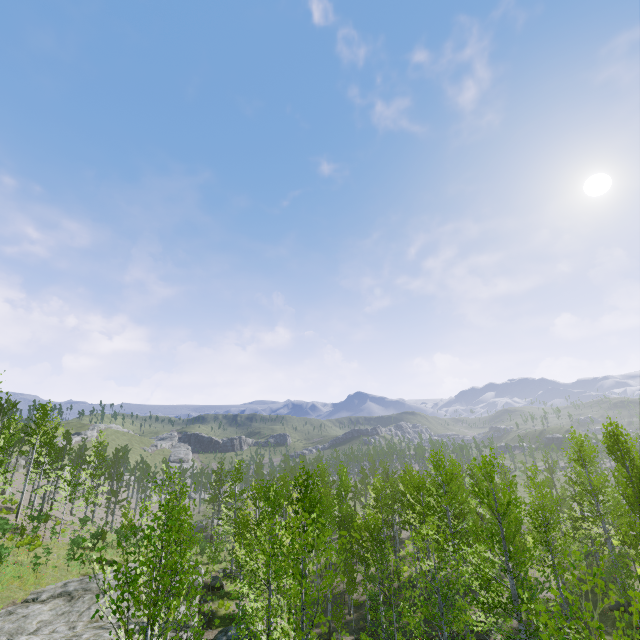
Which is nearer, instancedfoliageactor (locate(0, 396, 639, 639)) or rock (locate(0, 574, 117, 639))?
instancedfoliageactor (locate(0, 396, 639, 639))

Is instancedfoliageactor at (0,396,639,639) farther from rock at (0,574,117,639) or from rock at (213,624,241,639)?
rock at (213,624,241,639)

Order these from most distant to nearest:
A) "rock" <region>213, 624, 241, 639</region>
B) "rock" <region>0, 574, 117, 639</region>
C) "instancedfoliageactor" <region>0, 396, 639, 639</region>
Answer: "rock" <region>213, 624, 241, 639</region>, "rock" <region>0, 574, 117, 639</region>, "instancedfoliageactor" <region>0, 396, 639, 639</region>

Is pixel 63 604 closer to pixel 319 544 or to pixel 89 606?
pixel 89 606

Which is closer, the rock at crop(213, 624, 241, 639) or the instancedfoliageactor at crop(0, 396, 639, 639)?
the instancedfoliageactor at crop(0, 396, 639, 639)

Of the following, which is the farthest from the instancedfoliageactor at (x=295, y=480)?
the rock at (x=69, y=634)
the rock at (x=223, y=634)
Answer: the rock at (x=223, y=634)
